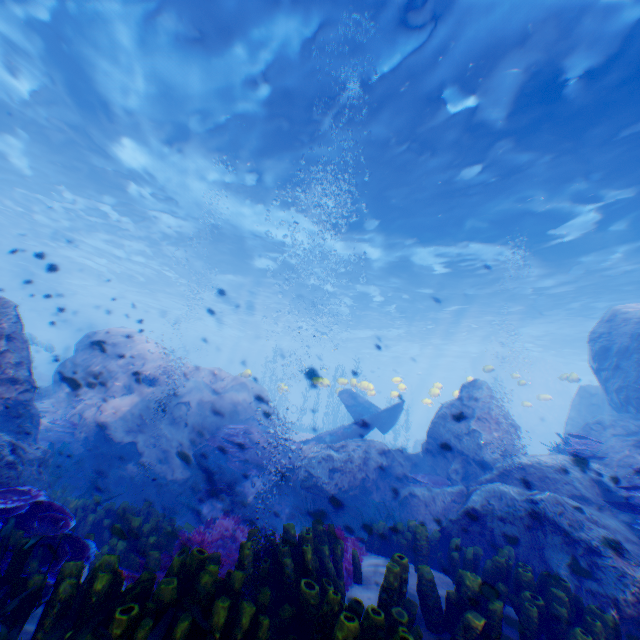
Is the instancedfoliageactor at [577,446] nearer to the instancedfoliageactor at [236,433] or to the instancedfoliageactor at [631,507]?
the instancedfoliageactor at [631,507]

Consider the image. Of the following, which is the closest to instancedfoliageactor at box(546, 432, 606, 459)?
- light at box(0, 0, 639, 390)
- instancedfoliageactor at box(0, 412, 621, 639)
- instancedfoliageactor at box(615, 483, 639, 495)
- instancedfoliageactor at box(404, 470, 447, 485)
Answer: instancedfoliageactor at box(615, 483, 639, 495)

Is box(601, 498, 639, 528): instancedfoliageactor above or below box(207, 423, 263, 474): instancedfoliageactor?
above

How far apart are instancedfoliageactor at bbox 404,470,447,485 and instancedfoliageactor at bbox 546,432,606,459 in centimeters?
302cm

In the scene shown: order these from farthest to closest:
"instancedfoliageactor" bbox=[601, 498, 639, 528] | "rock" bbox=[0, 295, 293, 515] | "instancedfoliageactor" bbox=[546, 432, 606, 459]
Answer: "instancedfoliageactor" bbox=[546, 432, 606, 459]
"rock" bbox=[0, 295, 293, 515]
"instancedfoliageactor" bbox=[601, 498, 639, 528]

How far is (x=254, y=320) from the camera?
45.2 meters

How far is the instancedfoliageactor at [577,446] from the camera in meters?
8.1 m

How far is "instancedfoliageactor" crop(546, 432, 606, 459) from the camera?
8.1m
